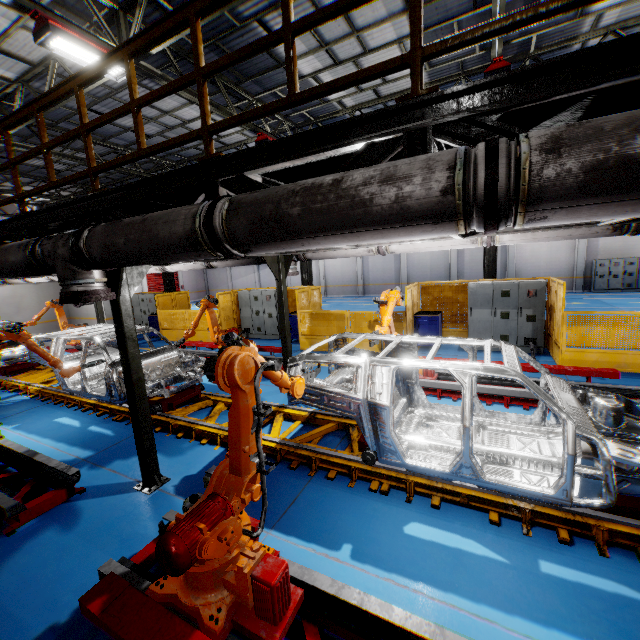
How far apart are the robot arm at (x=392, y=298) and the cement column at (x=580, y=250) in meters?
21.2 m

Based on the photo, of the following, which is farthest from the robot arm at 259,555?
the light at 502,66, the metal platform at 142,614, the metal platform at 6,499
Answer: the light at 502,66

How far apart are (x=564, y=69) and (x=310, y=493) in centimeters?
489cm

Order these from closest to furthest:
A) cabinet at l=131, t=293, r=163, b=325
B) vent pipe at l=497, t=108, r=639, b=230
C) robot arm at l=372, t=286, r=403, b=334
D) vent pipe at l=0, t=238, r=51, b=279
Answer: vent pipe at l=497, t=108, r=639, b=230 → vent pipe at l=0, t=238, r=51, b=279 → robot arm at l=372, t=286, r=403, b=334 → cabinet at l=131, t=293, r=163, b=325

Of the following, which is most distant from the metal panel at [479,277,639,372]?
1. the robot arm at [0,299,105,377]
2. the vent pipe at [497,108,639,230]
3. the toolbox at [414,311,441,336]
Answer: the vent pipe at [497,108,639,230]

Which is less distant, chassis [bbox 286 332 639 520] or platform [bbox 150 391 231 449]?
chassis [bbox 286 332 639 520]

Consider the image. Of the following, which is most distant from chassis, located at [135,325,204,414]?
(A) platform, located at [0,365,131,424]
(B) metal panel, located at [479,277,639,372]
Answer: (B) metal panel, located at [479,277,639,372]

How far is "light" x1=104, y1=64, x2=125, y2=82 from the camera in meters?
7.1 m
